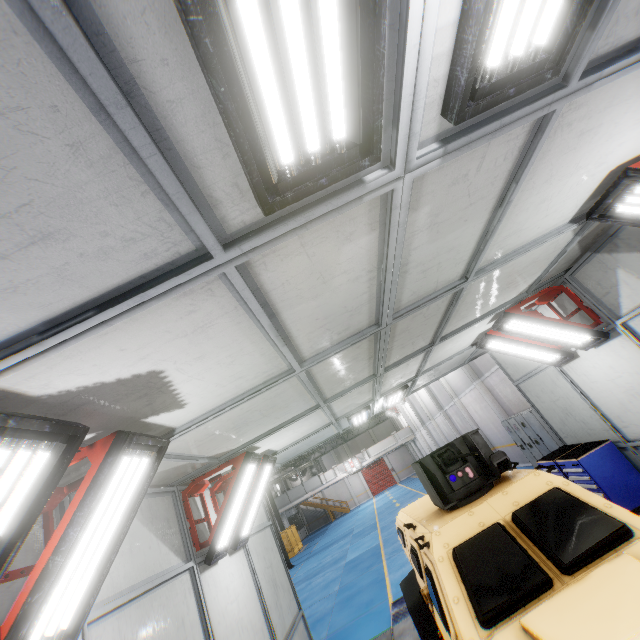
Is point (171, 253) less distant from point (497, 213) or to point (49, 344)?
point (49, 344)

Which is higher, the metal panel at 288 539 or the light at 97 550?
the light at 97 550

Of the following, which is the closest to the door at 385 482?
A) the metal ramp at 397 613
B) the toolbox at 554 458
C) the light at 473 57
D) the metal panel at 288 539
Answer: the metal panel at 288 539

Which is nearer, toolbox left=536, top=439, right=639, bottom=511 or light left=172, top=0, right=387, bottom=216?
light left=172, top=0, right=387, bottom=216

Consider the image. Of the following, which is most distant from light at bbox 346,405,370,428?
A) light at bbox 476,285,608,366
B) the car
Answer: light at bbox 476,285,608,366

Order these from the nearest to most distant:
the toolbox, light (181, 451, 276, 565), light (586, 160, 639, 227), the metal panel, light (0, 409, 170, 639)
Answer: light (0, 409, 170, 639) → light (586, 160, 639, 227) → light (181, 451, 276, 565) → the toolbox → the metal panel

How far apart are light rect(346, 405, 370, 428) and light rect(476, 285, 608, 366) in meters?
3.0

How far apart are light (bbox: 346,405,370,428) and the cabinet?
6.5 meters
